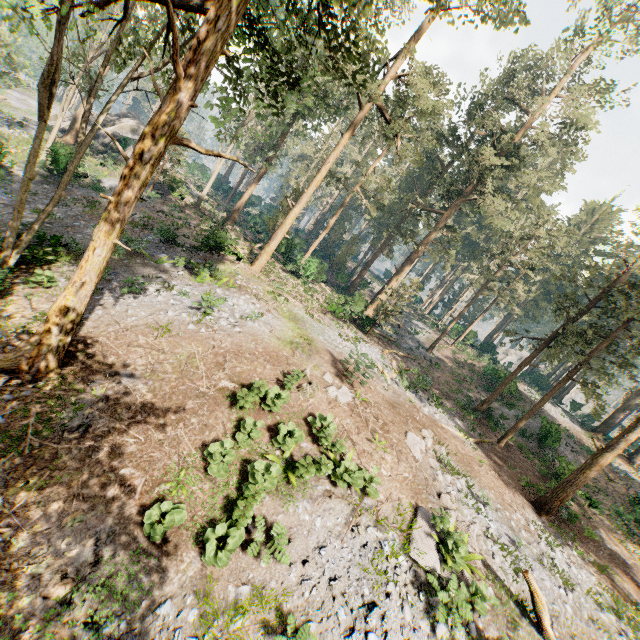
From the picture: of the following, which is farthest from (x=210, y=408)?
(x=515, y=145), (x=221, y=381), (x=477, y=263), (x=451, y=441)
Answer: (x=515, y=145)

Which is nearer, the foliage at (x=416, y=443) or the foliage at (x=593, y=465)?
the foliage at (x=416, y=443)

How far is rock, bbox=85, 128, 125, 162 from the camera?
33.28m

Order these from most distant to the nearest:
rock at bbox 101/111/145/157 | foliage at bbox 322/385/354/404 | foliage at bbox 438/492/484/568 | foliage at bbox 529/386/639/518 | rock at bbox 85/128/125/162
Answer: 1. rock at bbox 101/111/145/157
2. rock at bbox 85/128/125/162
3. foliage at bbox 529/386/639/518
4. foliage at bbox 322/385/354/404
5. foliage at bbox 438/492/484/568

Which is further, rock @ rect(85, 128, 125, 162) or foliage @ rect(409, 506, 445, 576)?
rock @ rect(85, 128, 125, 162)

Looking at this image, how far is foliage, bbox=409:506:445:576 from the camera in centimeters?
903cm

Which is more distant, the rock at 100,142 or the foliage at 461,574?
the rock at 100,142
